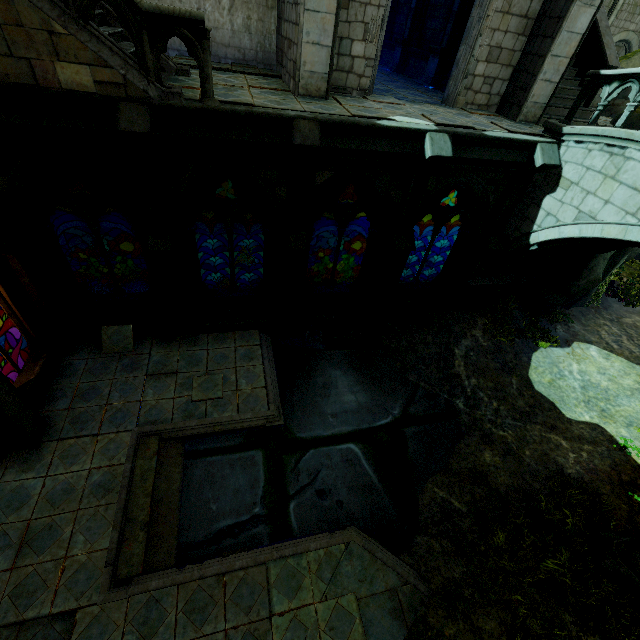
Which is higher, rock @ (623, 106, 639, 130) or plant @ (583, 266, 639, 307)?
rock @ (623, 106, 639, 130)

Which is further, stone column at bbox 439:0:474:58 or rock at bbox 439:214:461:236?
rock at bbox 439:214:461:236

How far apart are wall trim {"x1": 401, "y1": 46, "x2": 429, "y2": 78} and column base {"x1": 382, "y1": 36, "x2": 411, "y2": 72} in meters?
0.0

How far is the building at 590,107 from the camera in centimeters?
992cm

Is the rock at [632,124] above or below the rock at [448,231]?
above

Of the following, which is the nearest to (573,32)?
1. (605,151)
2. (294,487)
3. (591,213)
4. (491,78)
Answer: (491,78)

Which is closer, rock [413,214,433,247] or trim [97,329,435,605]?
trim [97,329,435,605]

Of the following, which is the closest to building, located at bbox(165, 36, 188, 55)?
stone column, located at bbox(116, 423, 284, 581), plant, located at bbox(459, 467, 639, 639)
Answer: plant, located at bbox(459, 467, 639, 639)
